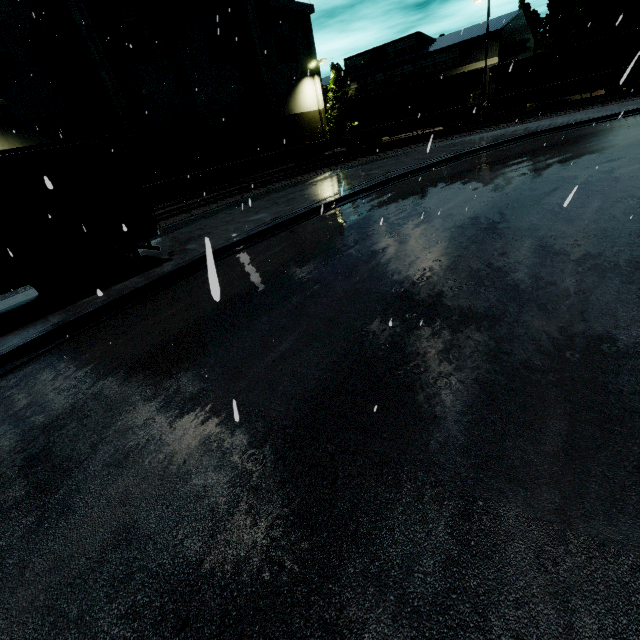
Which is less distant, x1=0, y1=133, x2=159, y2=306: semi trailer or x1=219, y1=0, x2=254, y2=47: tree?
x1=0, y1=133, x2=159, y2=306: semi trailer

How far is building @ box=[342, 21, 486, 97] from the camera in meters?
35.2

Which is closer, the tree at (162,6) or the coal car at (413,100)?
the tree at (162,6)

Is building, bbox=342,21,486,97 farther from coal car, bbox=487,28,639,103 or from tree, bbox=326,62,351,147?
coal car, bbox=487,28,639,103

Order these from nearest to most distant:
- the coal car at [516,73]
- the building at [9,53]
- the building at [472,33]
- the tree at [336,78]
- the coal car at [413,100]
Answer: the building at [9,53], the coal car at [516,73], the coal car at [413,100], the building at [472,33], the tree at [336,78]

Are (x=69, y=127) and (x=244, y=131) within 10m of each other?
no

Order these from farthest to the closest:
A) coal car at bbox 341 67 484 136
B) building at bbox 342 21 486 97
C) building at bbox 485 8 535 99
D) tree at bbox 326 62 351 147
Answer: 1. tree at bbox 326 62 351 147
2. building at bbox 342 21 486 97
3. building at bbox 485 8 535 99
4. coal car at bbox 341 67 484 136

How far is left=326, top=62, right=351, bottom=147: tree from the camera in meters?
40.3
